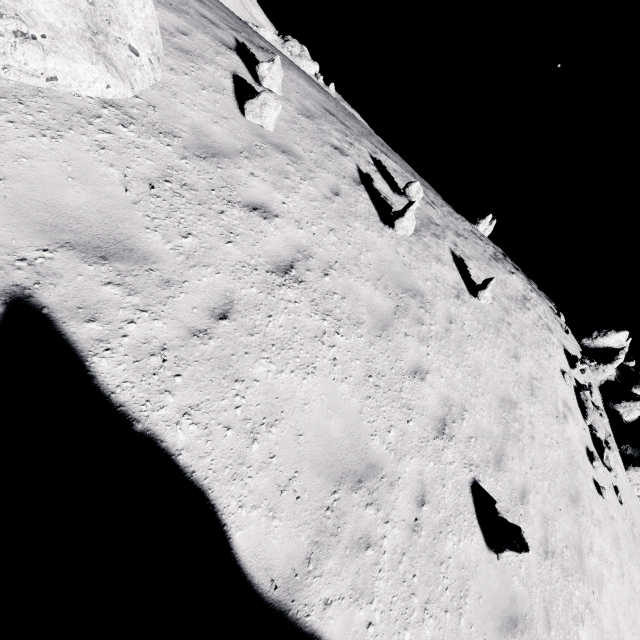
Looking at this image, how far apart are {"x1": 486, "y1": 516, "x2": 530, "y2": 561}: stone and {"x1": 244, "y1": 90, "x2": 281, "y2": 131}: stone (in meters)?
8.35

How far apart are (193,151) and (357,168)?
4.9 meters

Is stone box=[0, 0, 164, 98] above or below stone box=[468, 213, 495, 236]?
below

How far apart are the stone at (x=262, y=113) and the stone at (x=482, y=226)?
29.80m

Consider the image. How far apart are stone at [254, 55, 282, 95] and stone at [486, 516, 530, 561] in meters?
9.6 m

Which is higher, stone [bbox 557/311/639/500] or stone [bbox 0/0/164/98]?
stone [bbox 557/311/639/500]

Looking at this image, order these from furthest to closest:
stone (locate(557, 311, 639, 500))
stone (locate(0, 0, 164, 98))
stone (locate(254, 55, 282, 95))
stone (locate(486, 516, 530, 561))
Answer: stone (locate(557, 311, 639, 500))
stone (locate(254, 55, 282, 95))
stone (locate(486, 516, 530, 561))
stone (locate(0, 0, 164, 98))

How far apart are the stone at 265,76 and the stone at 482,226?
28.8 meters
